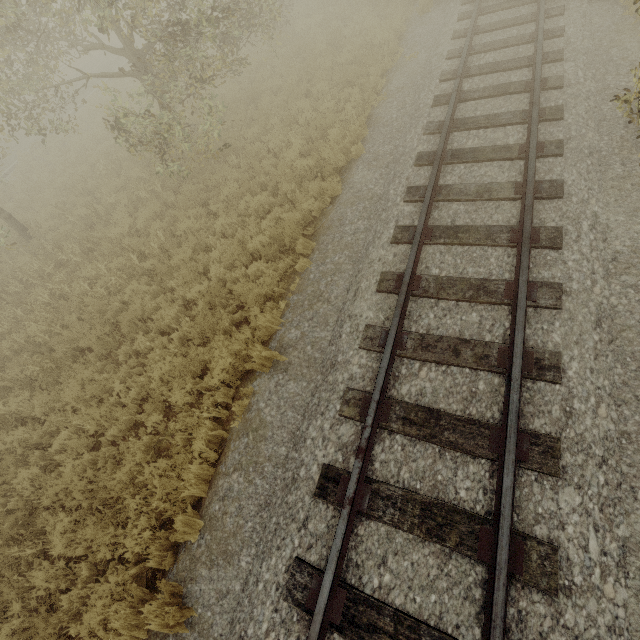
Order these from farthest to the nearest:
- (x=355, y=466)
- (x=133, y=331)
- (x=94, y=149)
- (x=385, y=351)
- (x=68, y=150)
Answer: (x=68, y=150), (x=94, y=149), (x=133, y=331), (x=385, y=351), (x=355, y=466)

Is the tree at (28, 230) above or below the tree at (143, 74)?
below

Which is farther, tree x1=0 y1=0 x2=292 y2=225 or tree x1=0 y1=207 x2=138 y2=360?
tree x1=0 y1=207 x2=138 y2=360

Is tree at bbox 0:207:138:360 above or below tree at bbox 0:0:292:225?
below

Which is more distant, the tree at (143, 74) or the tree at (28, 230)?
the tree at (28, 230)
